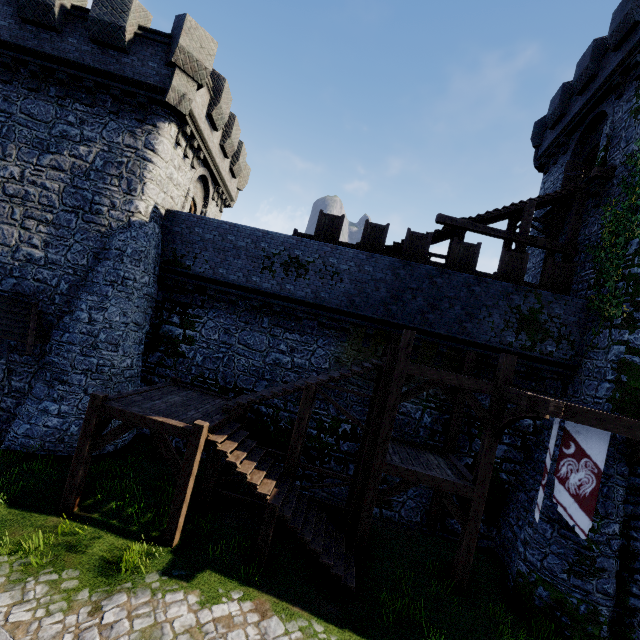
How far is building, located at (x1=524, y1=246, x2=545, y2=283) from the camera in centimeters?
1736cm

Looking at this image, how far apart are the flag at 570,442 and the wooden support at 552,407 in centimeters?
76cm

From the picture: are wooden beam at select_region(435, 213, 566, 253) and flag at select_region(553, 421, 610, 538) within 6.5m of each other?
no

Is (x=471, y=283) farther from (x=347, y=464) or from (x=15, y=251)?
(x=15, y=251)

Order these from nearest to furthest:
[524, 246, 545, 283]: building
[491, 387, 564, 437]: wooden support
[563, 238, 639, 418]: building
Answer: [491, 387, 564, 437]: wooden support < [563, 238, 639, 418]: building < [524, 246, 545, 283]: building

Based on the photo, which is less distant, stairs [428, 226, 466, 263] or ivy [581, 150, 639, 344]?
ivy [581, 150, 639, 344]

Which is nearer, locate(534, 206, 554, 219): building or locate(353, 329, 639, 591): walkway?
locate(353, 329, 639, 591): walkway

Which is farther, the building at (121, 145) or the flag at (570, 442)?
the building at (121, 145)
